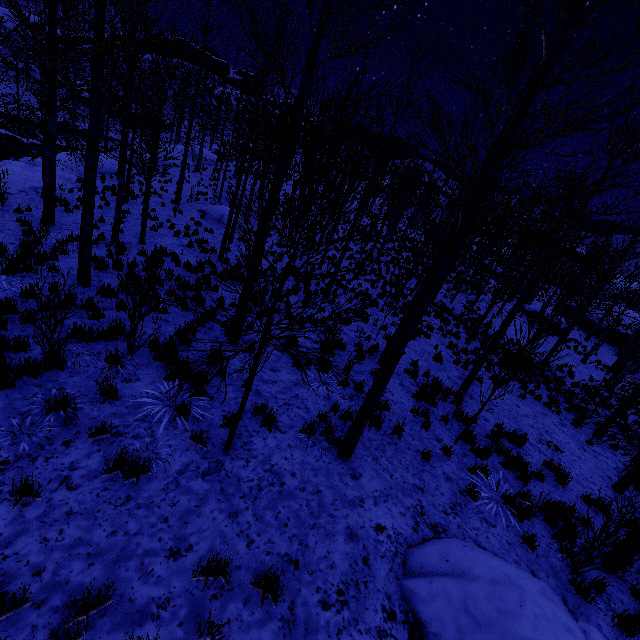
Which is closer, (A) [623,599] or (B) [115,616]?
(B) [115,616]

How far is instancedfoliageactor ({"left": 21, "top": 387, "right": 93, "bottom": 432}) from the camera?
4.27m

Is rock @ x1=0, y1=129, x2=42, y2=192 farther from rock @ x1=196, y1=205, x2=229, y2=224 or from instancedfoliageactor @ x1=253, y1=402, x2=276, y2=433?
rock @ x1=196, y1=205, x2=229, y2=224

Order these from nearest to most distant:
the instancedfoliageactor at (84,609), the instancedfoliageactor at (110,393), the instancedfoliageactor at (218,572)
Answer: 1. the instancedfoliageactor at (84,609)
2. the instancedfoliageactor at (218,572)
3. the instancedfoliageactor at (110,393)

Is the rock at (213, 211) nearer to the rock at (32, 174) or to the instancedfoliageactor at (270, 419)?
the instancedfoliageactor at (270, 419)

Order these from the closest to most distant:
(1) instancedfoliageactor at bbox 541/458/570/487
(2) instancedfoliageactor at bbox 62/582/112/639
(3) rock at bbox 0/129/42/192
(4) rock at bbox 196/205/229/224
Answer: (2) instancedfoliageactor at bbox 62/582/112/639, (1) instancedfoliageactor at bbox 541/458/570/487, (3) rock at bbox 0/129/42/192, (4) rock at bbox 196/205/229/224

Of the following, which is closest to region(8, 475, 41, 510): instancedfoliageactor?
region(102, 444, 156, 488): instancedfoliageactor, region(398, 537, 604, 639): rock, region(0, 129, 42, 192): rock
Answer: region(102, 444, 156, 488): instancedfoliageactor
